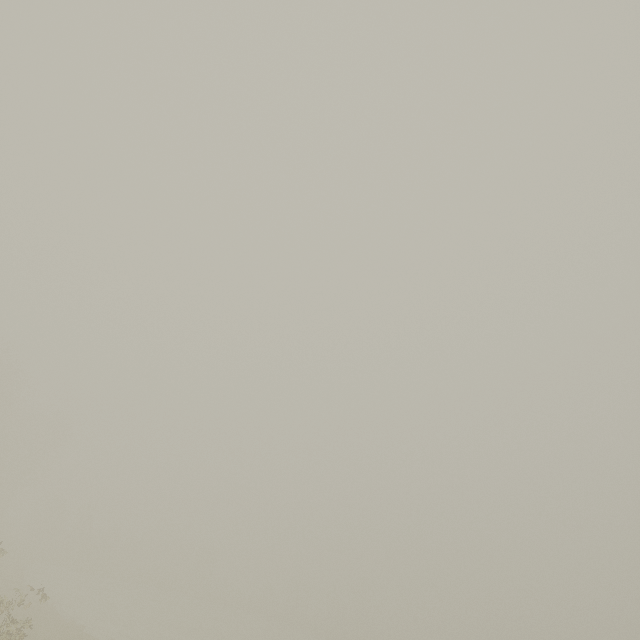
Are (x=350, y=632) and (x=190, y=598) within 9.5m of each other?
no
